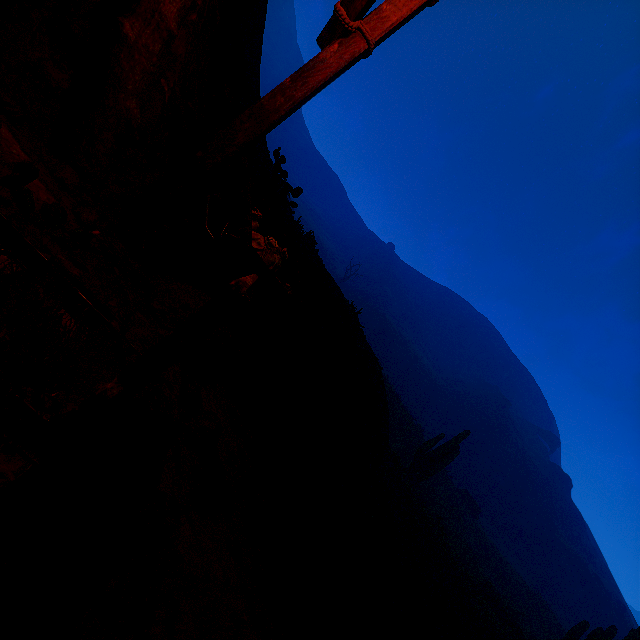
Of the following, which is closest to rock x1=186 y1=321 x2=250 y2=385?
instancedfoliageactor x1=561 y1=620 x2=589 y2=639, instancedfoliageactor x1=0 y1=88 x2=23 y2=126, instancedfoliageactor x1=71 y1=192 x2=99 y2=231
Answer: instancedfoliageactor x1=71 y1=192 x2=99 y2=231

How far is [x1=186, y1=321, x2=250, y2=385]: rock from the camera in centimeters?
305cm

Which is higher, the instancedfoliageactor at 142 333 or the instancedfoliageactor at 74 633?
the instancedfoliageactor at 142 333

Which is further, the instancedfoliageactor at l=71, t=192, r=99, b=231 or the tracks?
the instancedfoliageactor at l=71, t=192, r=99, b=231

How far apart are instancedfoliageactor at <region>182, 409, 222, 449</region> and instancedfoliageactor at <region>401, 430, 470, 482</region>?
16.3 meters

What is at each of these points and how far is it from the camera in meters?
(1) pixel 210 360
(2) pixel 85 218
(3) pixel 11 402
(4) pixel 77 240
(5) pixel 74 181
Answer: (1) rock, 3.2 m
(2) instancedfoliageactor, 2.4 m
(3) tracks, 0.9 m
(4) z, 2.3 m
(5) instancedfoliageactor, 2.6 m

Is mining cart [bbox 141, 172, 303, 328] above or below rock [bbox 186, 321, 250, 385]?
above

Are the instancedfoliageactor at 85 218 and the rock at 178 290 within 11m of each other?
yes
